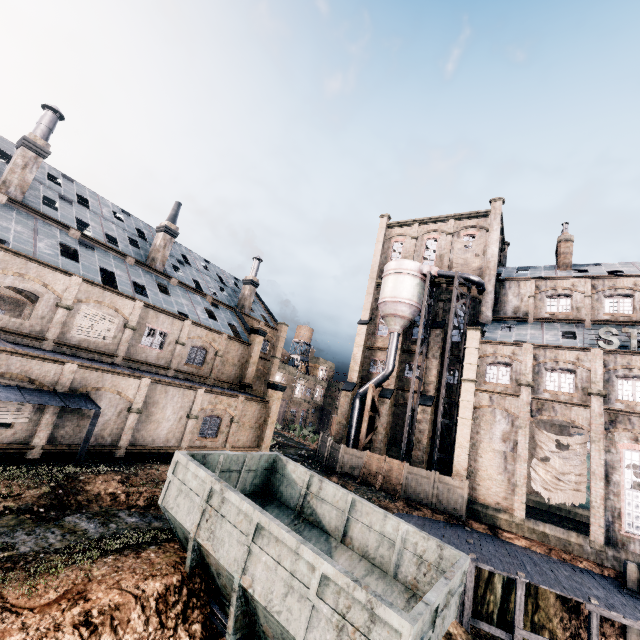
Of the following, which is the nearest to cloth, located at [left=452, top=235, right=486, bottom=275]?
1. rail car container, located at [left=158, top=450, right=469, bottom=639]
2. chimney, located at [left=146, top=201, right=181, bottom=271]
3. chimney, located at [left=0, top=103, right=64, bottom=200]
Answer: chimney, located at [left=146, top=201, right=181, bottom=271]

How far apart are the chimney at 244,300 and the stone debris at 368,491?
24.4m

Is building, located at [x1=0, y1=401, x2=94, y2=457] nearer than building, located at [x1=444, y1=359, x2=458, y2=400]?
Yes

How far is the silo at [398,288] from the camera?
30.62m

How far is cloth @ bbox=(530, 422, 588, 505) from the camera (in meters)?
23.75

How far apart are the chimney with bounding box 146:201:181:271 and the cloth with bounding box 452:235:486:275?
31.0 meters

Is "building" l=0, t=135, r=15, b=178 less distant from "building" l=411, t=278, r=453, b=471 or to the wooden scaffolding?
"building" l=411, t=278, r=453, b=471

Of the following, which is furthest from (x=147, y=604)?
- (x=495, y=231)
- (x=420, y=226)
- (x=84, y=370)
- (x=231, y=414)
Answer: (x=420, y=226)
